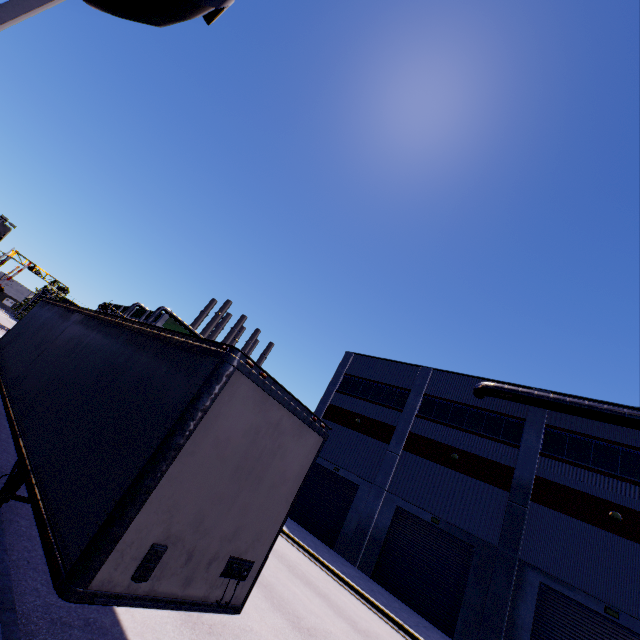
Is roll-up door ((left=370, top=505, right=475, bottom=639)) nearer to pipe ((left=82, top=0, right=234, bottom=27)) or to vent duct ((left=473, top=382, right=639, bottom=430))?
pipe ((left=82, top=0, right=234, bottom=27))

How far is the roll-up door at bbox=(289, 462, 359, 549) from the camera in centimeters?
2292cm

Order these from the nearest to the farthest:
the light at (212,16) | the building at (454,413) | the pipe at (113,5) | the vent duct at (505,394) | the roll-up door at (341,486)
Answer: the pipe at (113,5) → the light at (212,16) → the building at (454,413) → the vent duct at (505,394) → the roll-up door at (341,486)

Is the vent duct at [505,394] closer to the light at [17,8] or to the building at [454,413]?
the building at [454,413]

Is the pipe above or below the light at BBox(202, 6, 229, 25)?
below

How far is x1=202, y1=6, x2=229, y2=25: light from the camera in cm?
665

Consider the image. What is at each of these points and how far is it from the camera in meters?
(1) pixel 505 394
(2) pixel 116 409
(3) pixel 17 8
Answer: (1) vent duct, 21.2
(2) semi trailer, 4.7
(3) light, 4.6

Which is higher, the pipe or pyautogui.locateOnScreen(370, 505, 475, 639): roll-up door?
the pipe
